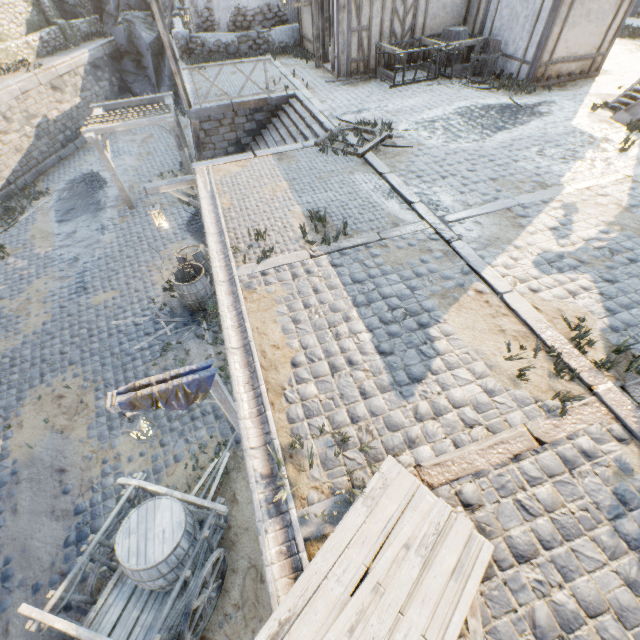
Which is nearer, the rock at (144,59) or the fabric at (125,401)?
the fabric at (125,401)

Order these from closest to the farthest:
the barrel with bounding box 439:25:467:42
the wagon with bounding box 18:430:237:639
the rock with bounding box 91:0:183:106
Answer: the wagon with bounding box 18:430:237:639
the barrel with bounding box 439:25:467:42
the rock with bounding box 91:0:183:106

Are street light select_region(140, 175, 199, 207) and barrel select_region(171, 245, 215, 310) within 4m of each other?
yes

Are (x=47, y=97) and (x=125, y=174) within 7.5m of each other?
yes

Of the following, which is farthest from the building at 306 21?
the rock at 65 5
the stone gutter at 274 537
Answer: the rock at 65 5

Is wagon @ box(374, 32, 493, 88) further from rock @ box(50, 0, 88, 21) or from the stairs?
rock @ box(50, 0, 88, 21)

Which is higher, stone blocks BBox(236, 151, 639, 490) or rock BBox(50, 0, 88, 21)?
rock BBox(50, 0, 88, 21)

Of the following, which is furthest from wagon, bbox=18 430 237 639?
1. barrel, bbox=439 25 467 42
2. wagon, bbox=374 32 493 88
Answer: barrel, bbox=439 25 467 42
